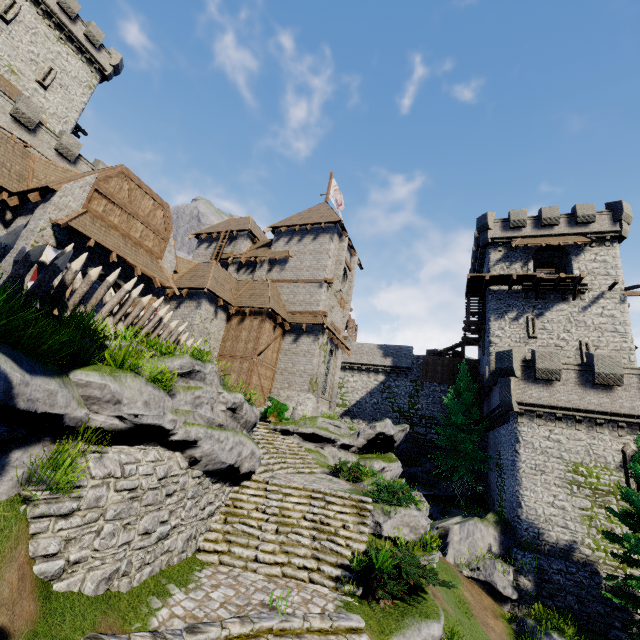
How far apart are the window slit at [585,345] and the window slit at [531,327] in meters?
2.7

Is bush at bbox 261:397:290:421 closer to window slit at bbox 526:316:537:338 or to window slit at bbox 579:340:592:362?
window slit at bbox 526:316:537:338

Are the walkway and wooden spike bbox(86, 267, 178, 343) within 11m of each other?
no

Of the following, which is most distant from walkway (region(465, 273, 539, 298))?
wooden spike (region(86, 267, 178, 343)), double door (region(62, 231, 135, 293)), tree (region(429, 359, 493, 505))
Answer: wooden spike (region(86, 267, 178, 343))

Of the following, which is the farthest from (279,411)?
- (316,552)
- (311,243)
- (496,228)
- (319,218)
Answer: (496,228)

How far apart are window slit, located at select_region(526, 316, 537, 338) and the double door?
27.8 meters

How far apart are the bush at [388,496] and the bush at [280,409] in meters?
7.6 m

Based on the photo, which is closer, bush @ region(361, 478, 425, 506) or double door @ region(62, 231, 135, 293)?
bush @ region(361, 478, 425, 506)
